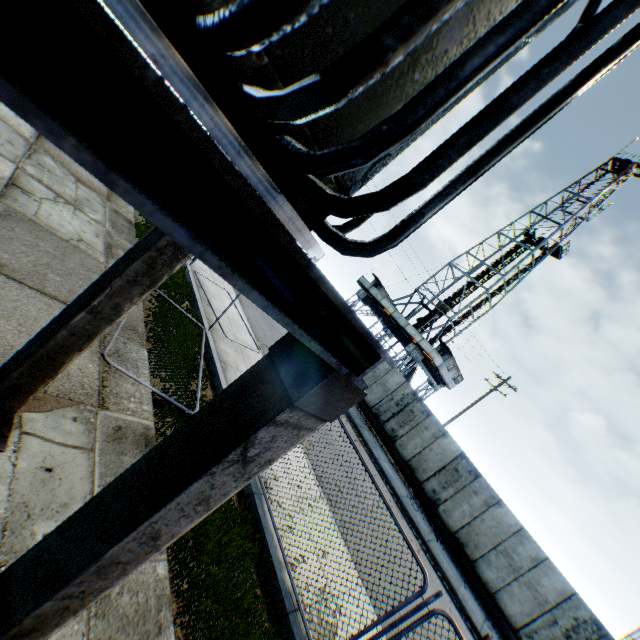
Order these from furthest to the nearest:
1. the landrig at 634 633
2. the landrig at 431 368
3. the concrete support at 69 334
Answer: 1. the landrig at 431 368
2. the landrig at 634 633
3. the concrete support at 69 334

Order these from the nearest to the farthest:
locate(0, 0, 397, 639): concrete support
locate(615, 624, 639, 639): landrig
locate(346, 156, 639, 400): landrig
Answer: locate(0, 0, 397, 639): concrete support
locate(615, 624, 639, 639): landrig
locate(346, 156, 639, 400): landrig

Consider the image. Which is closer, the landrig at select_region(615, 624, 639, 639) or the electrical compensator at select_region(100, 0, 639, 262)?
the electrical compensator at select_region(100, 0, 639, 262)

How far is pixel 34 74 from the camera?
0.5m

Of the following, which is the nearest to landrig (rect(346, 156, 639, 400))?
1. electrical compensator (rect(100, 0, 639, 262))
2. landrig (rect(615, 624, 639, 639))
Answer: landrig (rect(615, 624, 639, 639))

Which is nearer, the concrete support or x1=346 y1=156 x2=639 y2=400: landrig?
the concrete support

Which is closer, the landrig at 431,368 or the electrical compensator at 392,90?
the electrical compensator at 392,90

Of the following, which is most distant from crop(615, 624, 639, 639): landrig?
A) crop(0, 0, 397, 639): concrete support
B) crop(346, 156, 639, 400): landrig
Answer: crop(346, 156, 639, 400): landrig
